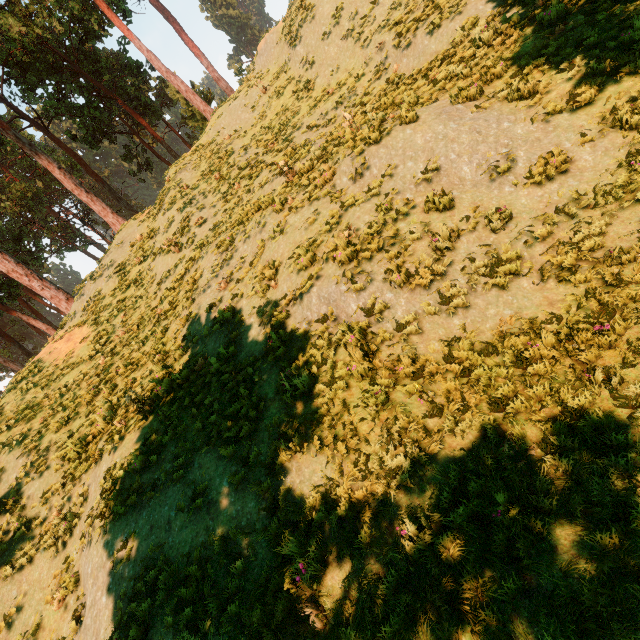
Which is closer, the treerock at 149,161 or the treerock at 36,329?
the treerock at 36,329

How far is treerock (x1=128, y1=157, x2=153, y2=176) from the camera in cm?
3822

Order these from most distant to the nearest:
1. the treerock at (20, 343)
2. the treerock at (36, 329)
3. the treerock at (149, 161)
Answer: the treerock at (149, 161) < the treerock at (20, 343) < the treerock at (36, 329)

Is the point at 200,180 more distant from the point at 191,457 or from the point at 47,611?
the point at 47,611

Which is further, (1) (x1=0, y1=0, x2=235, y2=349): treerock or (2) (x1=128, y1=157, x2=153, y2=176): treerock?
(2) (x1=128, y1=157, x2=153, y2=176): treerock

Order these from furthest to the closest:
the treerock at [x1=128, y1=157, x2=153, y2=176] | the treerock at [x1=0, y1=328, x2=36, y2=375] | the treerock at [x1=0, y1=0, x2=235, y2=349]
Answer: the treerock at [x1=128, y1=157, x2=153, y2=176] → the treerock at [x1=0, y1=328, x2=36, y2=375] → the treerock at [x1=0, y1=0, x2=235, y2=349]
